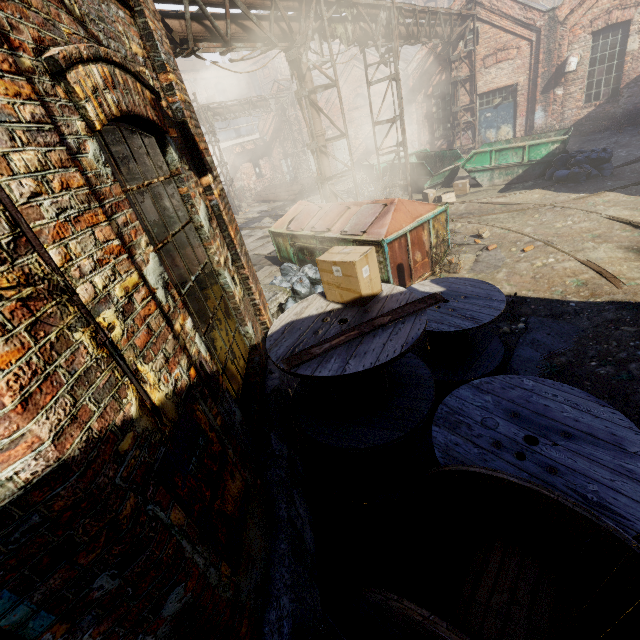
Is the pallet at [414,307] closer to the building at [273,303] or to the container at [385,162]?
the building at [273,303]

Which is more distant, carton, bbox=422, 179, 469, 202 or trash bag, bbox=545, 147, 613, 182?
carton, bbox=422, 179, 469, 202

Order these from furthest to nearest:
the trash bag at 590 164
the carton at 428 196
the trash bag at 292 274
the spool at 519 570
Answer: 1. the carton at 428 196
2. the trash bag at 590 164
3. the trash bag at 292 274
4. the spool at 519 570

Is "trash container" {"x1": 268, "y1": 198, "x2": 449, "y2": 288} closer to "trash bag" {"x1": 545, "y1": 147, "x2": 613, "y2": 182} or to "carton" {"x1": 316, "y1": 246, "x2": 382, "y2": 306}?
"carton" {"x1": 316, "y1": 246, "x2": 382, "y2": 306}

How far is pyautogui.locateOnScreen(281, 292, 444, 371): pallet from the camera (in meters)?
2.69

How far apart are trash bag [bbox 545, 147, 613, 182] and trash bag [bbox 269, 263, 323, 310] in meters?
8.6

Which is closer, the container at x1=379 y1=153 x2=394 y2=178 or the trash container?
the trash container

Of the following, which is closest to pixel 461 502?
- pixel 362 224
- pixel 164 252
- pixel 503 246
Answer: pixel 164 252
